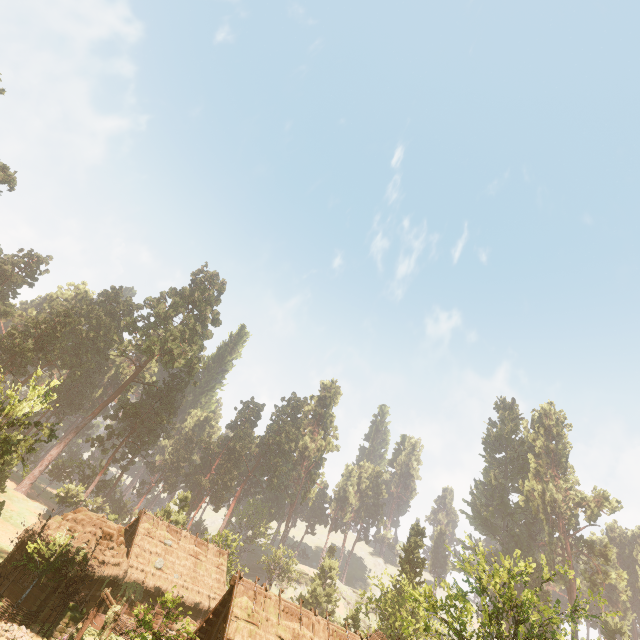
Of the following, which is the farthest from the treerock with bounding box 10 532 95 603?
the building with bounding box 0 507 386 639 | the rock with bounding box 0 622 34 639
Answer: the rock with bounding box 0 622 34 639

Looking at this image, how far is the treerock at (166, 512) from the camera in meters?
44.5 m

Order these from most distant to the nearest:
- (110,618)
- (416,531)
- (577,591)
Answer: (416,531)
(577,591)
(110,618)

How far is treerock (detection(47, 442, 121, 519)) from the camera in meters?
48.3

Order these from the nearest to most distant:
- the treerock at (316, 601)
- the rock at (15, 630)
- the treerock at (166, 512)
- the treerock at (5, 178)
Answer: the rock at (15, 630)
the treerock at (166, 512)
the treerock at (5, 178)
the treerock at (316, 601)

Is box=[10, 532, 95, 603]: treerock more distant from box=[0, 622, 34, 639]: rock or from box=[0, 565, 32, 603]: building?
box=[0, 622, 34, 639]: rock
